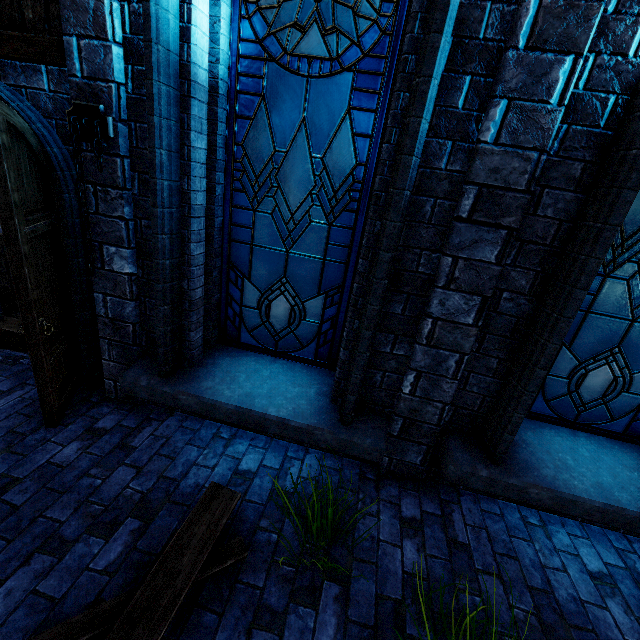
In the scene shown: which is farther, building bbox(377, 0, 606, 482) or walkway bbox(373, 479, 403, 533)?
walkway bbox(373, 479, 403, 533)

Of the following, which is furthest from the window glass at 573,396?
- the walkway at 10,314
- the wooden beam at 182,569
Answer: the walkway at 10,314

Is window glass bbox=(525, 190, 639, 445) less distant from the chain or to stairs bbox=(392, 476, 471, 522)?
stairs bbox=(392, 476, 471, 522)

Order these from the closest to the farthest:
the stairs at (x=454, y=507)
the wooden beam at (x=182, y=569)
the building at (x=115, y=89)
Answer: the wooden beam at (x=182, y=569)
the building at (x=115, y=89)
the stairs at (x=454, y=507)

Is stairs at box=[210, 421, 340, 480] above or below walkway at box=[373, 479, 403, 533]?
above

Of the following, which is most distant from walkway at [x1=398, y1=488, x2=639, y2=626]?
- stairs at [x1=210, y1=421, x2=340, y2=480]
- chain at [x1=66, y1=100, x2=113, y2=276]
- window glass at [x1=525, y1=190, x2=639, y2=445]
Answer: chain at [x1=66, y1=100, x2=113, y2=276]

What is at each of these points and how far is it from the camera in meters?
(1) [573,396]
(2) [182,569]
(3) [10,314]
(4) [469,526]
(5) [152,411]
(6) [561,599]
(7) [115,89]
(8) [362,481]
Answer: (1) window glass, 3.0 m
(2) wooden beam, 2.0 m
(3) walkway, 4.8 m
(4) stairs, 2.8 m
(5) walkway, 3.4 m
(6) walkway, 2.3 m
(7) building, 2.4 m
(8) stairs, 3.0 m

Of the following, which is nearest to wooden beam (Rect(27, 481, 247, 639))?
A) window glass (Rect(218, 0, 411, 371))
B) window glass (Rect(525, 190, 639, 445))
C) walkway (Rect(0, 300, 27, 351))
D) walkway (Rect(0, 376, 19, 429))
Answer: walkway (Rect(0, 376, 19, 429))
